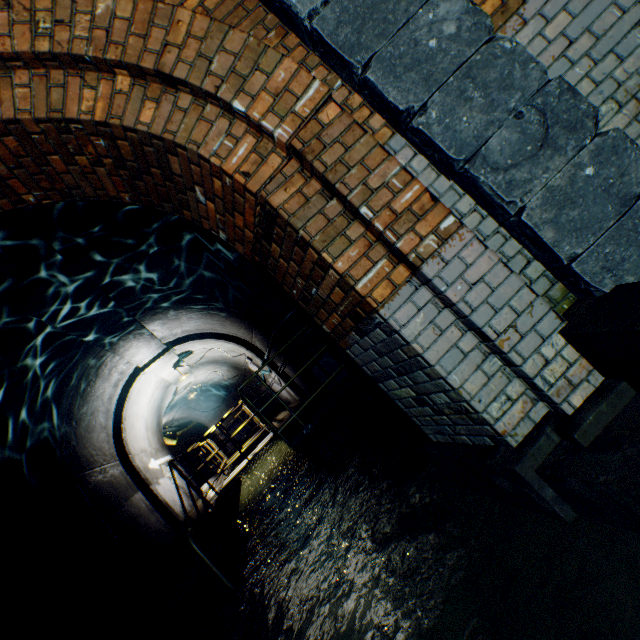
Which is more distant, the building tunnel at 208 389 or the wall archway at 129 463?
the building tunnel at 208 389

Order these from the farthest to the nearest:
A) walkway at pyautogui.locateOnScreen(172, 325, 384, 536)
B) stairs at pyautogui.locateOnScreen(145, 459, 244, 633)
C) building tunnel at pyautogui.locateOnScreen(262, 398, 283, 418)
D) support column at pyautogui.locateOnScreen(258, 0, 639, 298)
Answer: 1. building tunnel at pyautogui.locateOnScreen(262, 398, 283, 418)
2. walkway at pyautogui.locateOnScreen(172, 325, 384, 536)
3. stairs at pyautogui.locateOnScreen(145, 459, 244, 633)
4. support column at pyautogui.locateOnScreen(258, 0, 639, 298)

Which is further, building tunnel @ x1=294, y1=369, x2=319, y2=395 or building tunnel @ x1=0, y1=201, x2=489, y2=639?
building tunnel @ x1=294, y1=369, x2=319, y2=395

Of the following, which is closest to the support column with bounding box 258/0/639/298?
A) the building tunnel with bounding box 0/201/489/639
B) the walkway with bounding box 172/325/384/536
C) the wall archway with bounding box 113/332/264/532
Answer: the building tunnel with bounding box 0/201/489/639

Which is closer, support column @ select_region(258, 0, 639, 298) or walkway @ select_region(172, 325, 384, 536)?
support column @ select_region(258, 0, 639, 298)

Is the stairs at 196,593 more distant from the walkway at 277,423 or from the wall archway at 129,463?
the wall archway at 129,463

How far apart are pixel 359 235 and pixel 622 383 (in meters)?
1.54

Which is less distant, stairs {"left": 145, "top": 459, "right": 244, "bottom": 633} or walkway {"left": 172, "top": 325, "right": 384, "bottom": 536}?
stairs {"left": 145, "top": 459, "right": 244, "bottom": 633}
